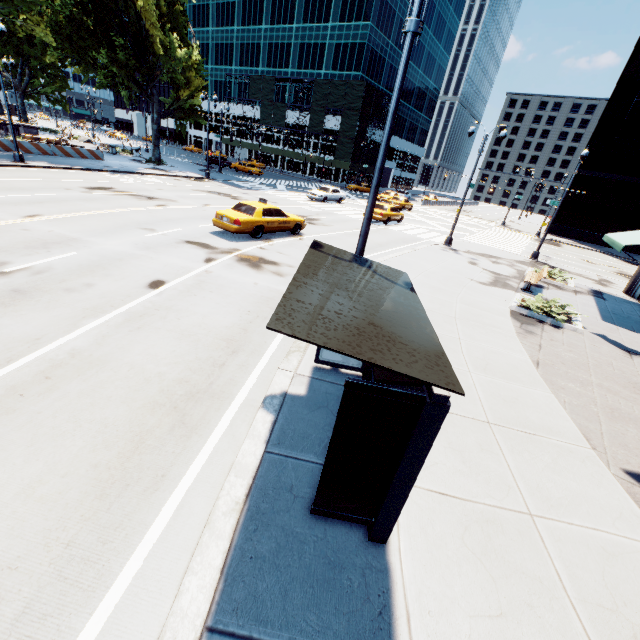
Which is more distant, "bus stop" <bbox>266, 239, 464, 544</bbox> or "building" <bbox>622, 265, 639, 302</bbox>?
"building" <bbox>622, 265, 639, 302</bbox>

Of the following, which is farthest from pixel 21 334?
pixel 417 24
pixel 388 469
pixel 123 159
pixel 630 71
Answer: pixel 630 71

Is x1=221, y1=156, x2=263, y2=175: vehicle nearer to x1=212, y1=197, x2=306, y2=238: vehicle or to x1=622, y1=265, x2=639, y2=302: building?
x1=212, y1=197, x2=306, y2=238: vehicle

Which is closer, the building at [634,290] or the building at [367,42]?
the building at [634,290]

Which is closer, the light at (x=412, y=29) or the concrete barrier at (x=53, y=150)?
the light at (x=412, y=29)

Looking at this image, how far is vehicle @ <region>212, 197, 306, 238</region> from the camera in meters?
14.3

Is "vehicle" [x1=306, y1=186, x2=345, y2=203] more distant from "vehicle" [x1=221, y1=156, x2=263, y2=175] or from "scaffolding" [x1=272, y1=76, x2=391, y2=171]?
"scaffolding" [x1=272, y1=76, x2=391, y2=171]

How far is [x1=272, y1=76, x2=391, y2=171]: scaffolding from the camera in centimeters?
5253cm
